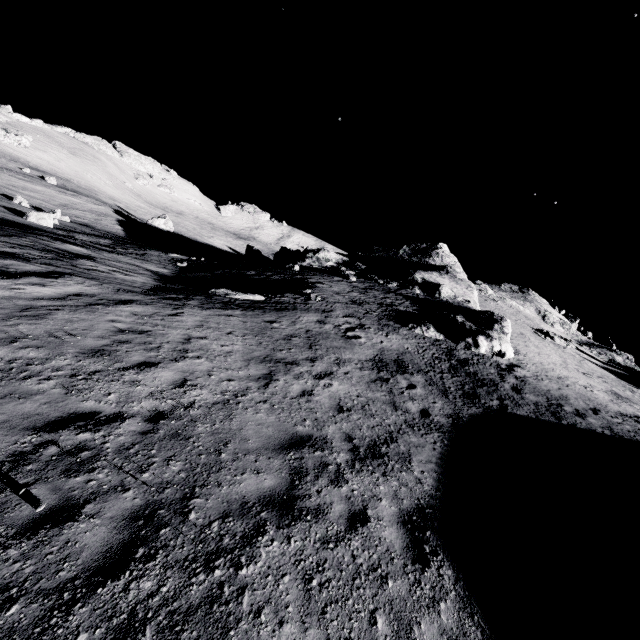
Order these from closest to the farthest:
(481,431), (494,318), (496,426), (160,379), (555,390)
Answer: (160,379) < (481,431) < (496,426) < (555,390) < (494,318)

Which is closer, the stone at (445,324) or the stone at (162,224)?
the stone at (445,324)

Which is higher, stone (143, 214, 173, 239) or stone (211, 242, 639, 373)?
stone (211, 242, 639, 373)

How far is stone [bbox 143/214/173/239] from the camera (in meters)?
54.88

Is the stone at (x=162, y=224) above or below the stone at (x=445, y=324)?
below

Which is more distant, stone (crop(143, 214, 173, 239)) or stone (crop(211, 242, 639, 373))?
stone (crop(143, 214, 173, 239))
